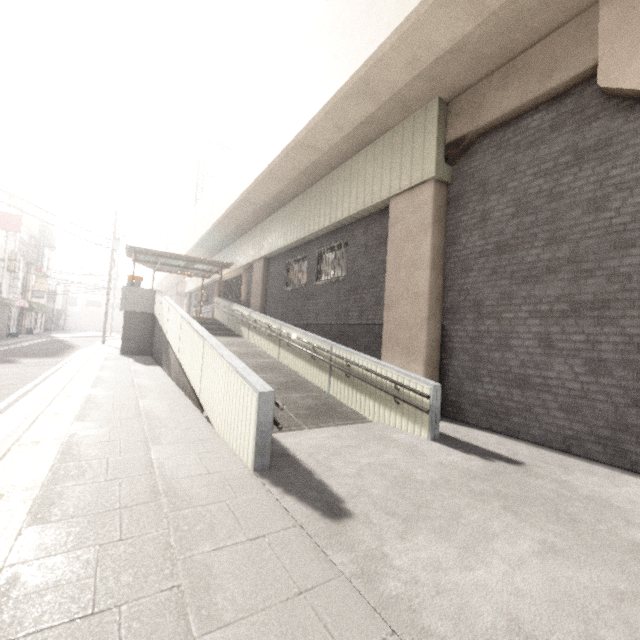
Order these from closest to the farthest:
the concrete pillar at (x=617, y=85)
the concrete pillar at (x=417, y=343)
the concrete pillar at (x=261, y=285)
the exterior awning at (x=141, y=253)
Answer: the concrete pillar at (x=617, y=85) < the concrete pillar at (x=417, y=343) < the concrete pillar at (x=261, y=285) < the exterior awning at (x=141, y=253)

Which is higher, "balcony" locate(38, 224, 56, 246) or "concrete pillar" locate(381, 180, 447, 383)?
"balcony" locate(38, 224, 56, 246)

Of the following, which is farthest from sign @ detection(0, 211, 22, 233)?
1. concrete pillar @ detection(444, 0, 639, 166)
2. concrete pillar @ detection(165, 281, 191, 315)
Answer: concrete pillar @ detection(444, 0, 639, 166)

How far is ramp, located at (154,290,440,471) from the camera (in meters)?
3.96

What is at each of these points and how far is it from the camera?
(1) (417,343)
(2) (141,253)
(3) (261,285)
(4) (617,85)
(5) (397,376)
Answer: (1) concrete pillar, 7.09m
(2) exterior awning, 16.67m
(3) concrete pillar, 15.54m
(4) concrete pillar, 4.63m
(5) ramp, 5.90m

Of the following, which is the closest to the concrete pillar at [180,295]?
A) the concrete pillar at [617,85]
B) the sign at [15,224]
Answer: the sign at [15,224]

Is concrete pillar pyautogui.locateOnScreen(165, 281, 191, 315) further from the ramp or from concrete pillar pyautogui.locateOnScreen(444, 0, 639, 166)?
concrete pillar pyautogui.locateOnScreen(444, 0, 639, 166)

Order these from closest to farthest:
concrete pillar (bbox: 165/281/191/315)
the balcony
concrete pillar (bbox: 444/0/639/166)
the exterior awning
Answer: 1. concrete pillar (bbox: 444/0/639/166)
2. the exterior awning
3. the balcony
4. concrete pillar (bbox: 165/281/191/315)
